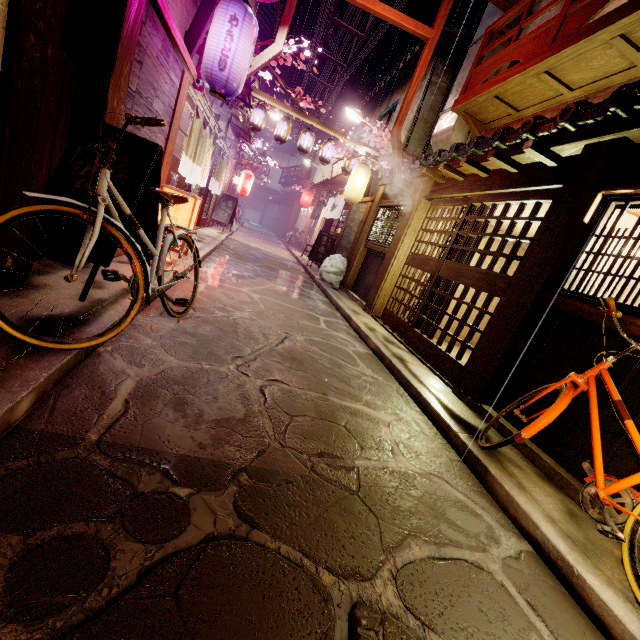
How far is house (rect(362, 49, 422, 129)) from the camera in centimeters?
1944cm

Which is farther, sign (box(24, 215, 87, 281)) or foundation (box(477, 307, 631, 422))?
foundation (box(477, 307, 631, 422))

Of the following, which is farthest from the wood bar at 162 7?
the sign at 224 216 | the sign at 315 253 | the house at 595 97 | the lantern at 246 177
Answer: the lantern at 246 177

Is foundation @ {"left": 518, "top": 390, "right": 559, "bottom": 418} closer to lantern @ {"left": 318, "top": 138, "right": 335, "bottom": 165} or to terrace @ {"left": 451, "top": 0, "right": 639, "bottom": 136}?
terrace @ {"left": 451, "top": 0, "right": 639, "bottom": 136}

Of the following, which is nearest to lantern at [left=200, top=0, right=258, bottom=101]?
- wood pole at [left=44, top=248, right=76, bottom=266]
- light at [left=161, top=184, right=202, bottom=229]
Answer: wood pole at [left=44, top=248, right=76, bottom=266]

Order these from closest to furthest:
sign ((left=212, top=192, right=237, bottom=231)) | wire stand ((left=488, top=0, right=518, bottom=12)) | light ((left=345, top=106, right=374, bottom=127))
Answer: wire stand ((left=488, top=0, right=518, bottom=12)) < light ((left=345, top=106, right=374, bottom=127)) < sign ((left=212, top=192, right=237, bottom=231))

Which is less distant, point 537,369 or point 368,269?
point 537,369

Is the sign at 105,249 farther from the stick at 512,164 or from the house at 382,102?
the house at 382,102
